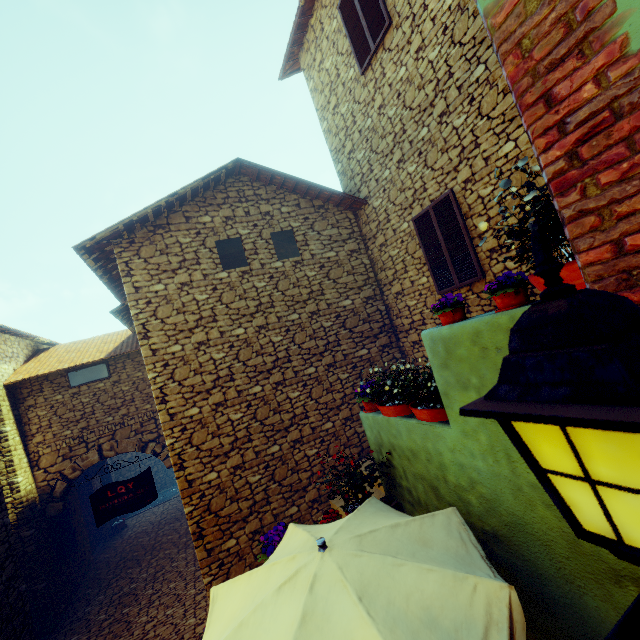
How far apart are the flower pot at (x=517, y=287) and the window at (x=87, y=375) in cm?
1021

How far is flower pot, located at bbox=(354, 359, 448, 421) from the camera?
3.5m

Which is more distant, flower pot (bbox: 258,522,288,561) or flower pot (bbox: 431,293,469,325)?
flower pot (bbox: 258,522,288,561)

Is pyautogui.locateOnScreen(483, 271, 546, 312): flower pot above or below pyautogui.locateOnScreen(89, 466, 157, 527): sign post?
above

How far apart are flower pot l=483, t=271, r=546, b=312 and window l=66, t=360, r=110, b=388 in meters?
10.2 m

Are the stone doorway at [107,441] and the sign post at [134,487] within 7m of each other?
yes

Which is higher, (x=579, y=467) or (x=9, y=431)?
(x=9, y=431)

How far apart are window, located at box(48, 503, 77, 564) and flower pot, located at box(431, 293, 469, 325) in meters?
11.1 m
